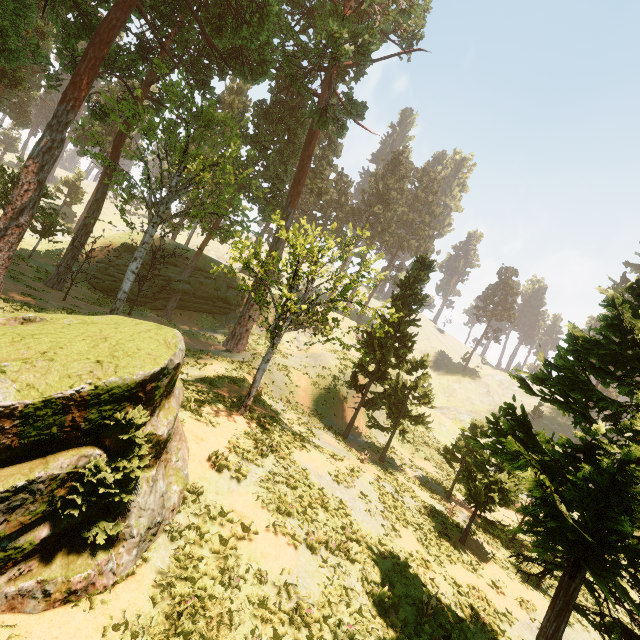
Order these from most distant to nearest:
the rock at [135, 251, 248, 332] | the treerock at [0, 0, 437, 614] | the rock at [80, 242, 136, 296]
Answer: the rock at [135, 251, 248, 332], the rock at [80, 242, 136, 296], the treerock at [0, 0, 437, 614]

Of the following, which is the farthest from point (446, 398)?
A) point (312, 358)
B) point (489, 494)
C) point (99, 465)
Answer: point (99, 465)

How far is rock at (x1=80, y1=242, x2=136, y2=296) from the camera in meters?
32.3 m

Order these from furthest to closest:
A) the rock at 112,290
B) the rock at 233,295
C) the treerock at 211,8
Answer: the rock at 233,295 < the rock at 112,290 < the treerock at 211,8

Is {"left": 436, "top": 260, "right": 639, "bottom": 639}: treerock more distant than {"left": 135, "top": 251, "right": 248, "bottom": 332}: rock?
No

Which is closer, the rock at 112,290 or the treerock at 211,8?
the treerock at 211,8
